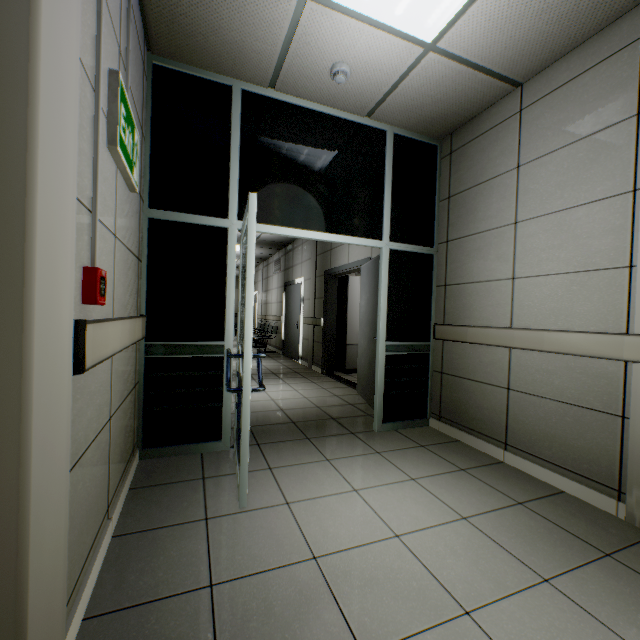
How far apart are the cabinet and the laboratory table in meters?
0.0

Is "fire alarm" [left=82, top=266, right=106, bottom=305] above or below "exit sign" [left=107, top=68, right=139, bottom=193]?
below

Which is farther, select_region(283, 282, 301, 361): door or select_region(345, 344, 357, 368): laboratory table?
select_region(283, 282, 301, 361): door

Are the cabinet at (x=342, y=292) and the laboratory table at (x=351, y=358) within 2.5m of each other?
yes

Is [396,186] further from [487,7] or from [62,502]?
[62,502]

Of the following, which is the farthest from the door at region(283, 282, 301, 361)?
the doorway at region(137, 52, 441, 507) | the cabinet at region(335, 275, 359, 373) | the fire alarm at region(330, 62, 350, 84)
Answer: the fire alarm at region(330, 62, 350, 84)

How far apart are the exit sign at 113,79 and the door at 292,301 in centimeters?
624cm

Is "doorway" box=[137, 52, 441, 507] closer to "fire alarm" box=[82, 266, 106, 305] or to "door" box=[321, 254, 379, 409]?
"door" box=[321, 254, 379, 409]
